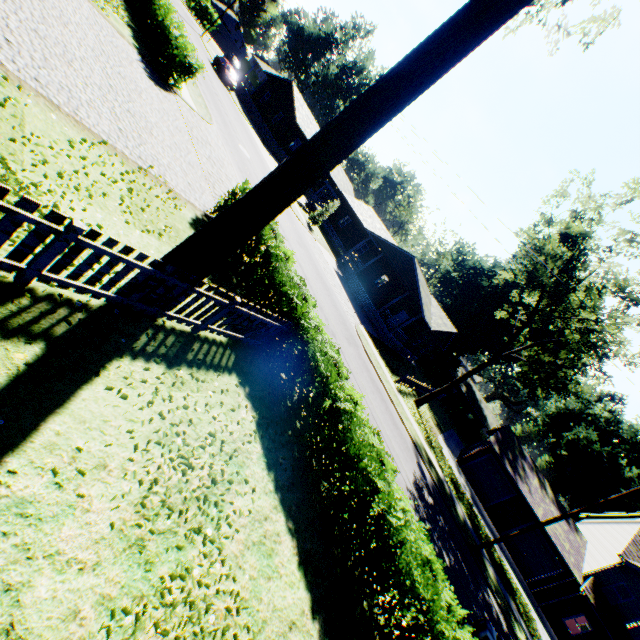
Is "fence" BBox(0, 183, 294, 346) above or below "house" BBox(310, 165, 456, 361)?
below

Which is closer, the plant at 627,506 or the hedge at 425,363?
the plant at 627,506

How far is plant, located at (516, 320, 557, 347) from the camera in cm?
4484

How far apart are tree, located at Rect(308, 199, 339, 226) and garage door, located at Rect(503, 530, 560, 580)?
32.1 meters

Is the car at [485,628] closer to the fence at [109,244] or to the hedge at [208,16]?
the fence at [109,244]

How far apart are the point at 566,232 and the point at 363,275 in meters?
20.1

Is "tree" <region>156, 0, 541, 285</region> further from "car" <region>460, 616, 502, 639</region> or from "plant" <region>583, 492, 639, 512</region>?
"car" <region>460, 616, 502, 639</region>

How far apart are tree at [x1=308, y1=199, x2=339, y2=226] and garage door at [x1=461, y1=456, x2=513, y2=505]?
26.9 meters
